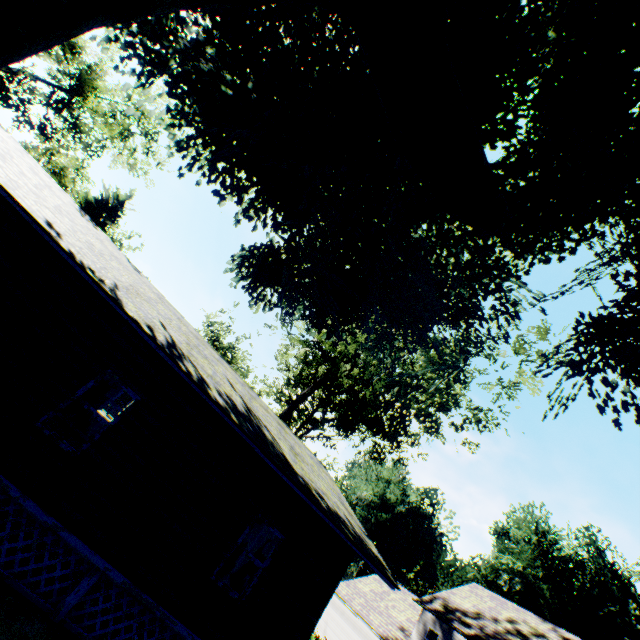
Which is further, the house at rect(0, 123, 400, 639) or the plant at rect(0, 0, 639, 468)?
the house at rect(0, 123, 400, 639)

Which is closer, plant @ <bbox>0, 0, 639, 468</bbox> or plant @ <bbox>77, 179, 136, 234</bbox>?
plant @ <bbox>0, 0, 639, 468</bbox>

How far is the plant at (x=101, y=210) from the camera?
29.2m

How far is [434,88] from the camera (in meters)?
5.17

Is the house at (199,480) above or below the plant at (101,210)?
below

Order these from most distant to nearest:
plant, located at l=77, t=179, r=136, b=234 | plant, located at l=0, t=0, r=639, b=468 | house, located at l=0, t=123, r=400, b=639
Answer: plant, located at l=77, t=179, r=136, b=234 < house, located at l=0, t=123, r=400, b=639 < plant, located at l=0, t=0, r=639, b=468

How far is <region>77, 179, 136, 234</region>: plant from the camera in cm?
2919
